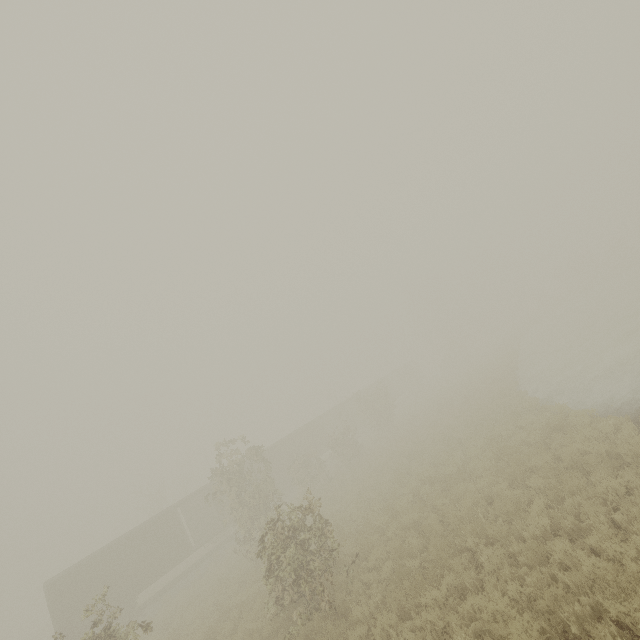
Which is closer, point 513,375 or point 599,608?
point 599,608

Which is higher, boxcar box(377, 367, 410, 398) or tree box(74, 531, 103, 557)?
tree box(74, 531, 103, 557)

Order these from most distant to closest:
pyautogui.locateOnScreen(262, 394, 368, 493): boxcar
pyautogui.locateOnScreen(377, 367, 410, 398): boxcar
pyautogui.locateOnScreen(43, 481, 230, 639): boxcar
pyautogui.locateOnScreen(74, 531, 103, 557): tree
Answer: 1. pyautogui.locateOnScreen(377, 367, 410, 398): boxcar
2. pyautogui.locateOnScreen(74, 531, 103, 557): tree
3. pyautogui.locateOnScreen(262, 394, 368, 493): boxcar
4. pyautogui.locateOnScreen(43, 481, 230, 639): boxcar

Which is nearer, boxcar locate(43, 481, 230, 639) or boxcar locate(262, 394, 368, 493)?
boxcar locate(43, 481, 230, 639)

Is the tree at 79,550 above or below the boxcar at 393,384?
above

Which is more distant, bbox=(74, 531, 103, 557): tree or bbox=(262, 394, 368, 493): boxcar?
bbox=(74, 531, 103, 557): tree

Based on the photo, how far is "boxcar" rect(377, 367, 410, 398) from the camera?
50.66m
